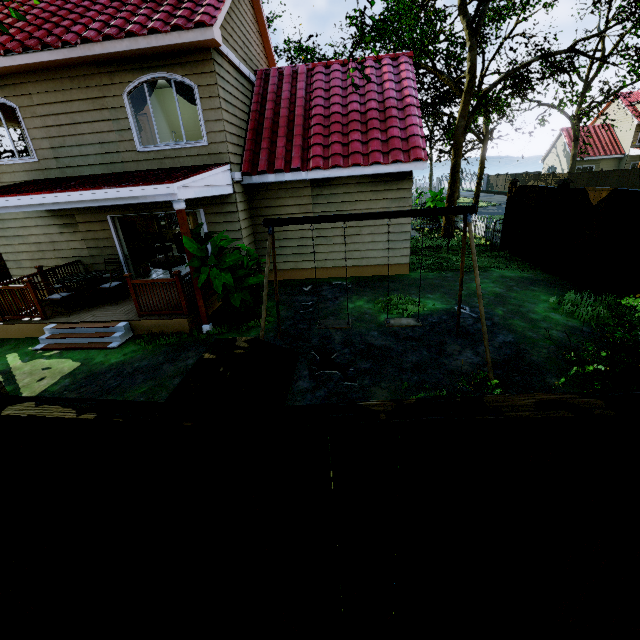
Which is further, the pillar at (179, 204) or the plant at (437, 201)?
the plant at (437, 201)

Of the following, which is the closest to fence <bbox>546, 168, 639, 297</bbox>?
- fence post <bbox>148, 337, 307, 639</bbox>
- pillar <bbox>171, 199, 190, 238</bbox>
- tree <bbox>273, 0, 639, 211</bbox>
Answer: fence post <bbox>148, 337, 307, 639</bbox>

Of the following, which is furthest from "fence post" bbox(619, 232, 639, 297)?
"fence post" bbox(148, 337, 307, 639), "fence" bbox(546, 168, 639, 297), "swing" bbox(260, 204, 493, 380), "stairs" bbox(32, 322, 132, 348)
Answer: "stairs" bbox(32, 322, 132, 348)

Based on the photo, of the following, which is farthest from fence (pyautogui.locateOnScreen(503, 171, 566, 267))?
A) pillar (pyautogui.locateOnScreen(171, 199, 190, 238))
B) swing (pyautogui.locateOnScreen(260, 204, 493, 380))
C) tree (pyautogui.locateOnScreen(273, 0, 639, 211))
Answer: pillar (pyautogui.locateOnScreen(171, 199, 190, 238))

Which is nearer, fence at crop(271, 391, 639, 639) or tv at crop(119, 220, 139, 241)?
fence at crop(271, 391, 639, 639)

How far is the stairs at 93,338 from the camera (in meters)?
7.11

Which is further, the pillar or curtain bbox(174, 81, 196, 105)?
curtain bbox(174, 81, 196, 105)

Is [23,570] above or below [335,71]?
below
